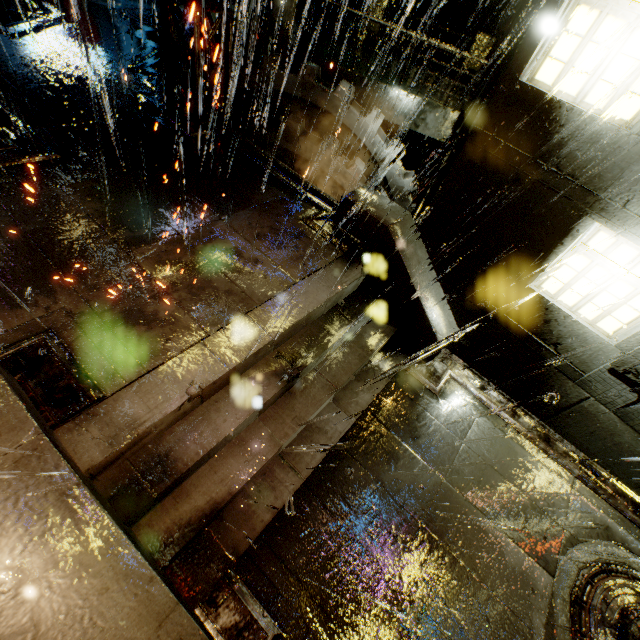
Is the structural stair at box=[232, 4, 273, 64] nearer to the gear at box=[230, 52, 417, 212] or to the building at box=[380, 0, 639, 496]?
the building at box=[380, 0, 639, 496]

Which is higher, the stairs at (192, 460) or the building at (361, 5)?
the building at (361, 5)

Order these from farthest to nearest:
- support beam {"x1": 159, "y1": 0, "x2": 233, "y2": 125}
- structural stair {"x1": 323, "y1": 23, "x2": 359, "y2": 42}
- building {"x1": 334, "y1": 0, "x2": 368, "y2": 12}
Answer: building {"x1": 334, "y1": 0, "x2": 368, "y2": 12}
structural stair {"x1": 323, "y1": 23, "x2": 359, "y2": 42}
support beam {"x1": 159, "y1": 0, "x2": 233, "y2": 125}

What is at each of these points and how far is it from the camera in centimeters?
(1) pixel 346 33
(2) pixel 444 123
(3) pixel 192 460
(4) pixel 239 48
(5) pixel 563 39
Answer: (1) structural stair, 1218cm
(2) structural stair, 980cm
(3) stairs, 374cm
(4) structural stair, 992cm
(5) building, 540cm

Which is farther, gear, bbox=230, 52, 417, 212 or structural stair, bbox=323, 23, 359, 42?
structural stair, bbox=323, 23, 359, 42

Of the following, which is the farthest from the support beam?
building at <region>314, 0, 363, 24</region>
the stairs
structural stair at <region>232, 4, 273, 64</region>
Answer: the stairs

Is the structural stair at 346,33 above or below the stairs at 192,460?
above
